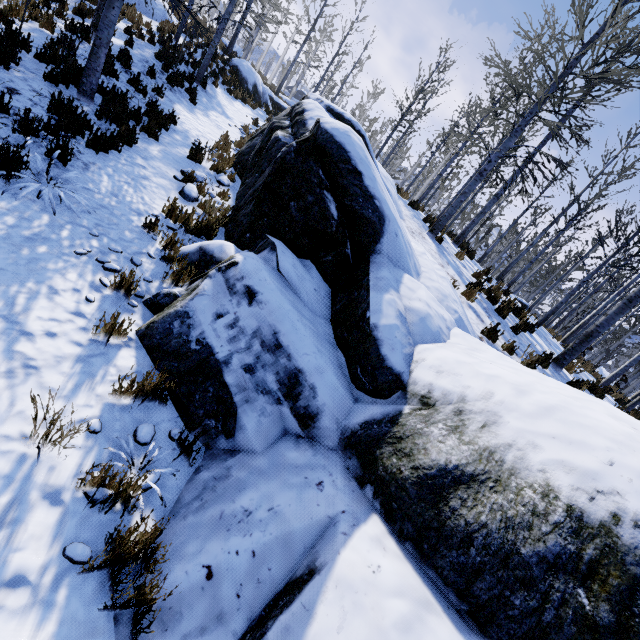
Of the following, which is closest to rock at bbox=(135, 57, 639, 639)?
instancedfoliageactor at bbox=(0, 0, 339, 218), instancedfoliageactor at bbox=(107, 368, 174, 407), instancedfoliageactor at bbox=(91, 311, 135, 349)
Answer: instancedfoliageactor at bbox=(107, 368, 174, 407)

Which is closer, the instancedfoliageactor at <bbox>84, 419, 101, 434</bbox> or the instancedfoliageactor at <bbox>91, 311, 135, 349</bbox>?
the instancedfoliageactor at <bbox>84, 419, 101, 434</bbox>

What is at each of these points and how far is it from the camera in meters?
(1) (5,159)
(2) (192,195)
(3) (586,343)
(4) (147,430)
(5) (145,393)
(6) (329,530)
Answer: (1) instancedfoliageactor, 3.6 m
(2) rock, 6.2 m
(3) instancedfoliageactor, 7.0 m
(4) instancedfoliageactor, 2.8 m
(5) instancedfoliageactor, 2.9 m
(6) rock, 2.3 m

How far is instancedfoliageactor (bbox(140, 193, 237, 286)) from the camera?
4.2 meters

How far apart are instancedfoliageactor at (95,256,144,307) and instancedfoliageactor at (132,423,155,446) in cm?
106

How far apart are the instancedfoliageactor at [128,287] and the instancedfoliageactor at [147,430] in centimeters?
106cm

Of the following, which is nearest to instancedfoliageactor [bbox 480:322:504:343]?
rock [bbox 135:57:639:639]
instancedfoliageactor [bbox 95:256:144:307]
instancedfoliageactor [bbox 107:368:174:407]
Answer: rock [bbox 135:57:639:639]

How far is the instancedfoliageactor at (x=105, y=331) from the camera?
3.03m
